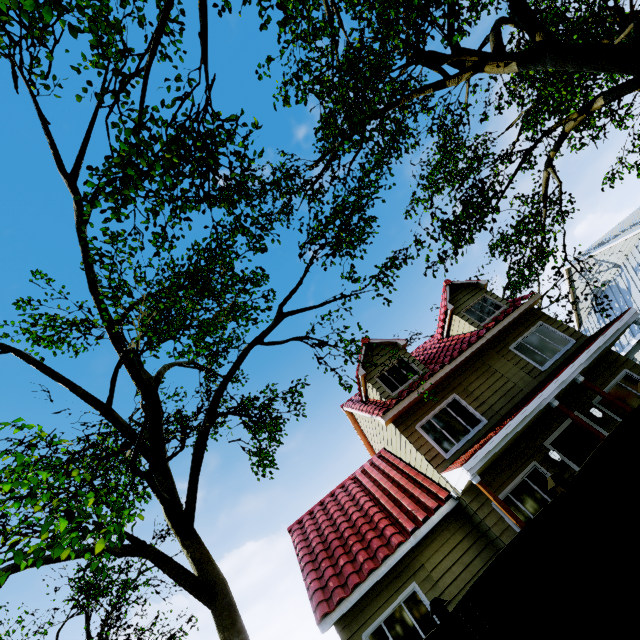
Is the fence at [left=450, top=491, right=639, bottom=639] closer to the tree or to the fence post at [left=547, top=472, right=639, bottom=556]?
the fence post at [left=547, top=472, right=639, bottom=556]

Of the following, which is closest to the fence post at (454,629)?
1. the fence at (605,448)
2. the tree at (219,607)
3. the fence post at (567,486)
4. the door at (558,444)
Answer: the fence at (605,448)

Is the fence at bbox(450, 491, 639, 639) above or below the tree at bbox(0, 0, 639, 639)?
below

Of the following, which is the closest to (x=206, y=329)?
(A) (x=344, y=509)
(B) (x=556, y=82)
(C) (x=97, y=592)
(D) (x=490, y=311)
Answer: (A) (x=344, y=509)

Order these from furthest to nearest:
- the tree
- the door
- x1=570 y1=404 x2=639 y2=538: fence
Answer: the door < the tree < x1=570 y1=404 x2=639 y2=538: fence

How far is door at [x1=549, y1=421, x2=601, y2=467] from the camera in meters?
9.8

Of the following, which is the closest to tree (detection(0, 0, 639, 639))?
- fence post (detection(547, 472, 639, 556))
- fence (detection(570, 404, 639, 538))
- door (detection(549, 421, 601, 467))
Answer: fence (detection(570, 404, 639, 538))

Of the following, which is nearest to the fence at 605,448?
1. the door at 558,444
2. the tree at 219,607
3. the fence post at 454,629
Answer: the fence post at 454,629
